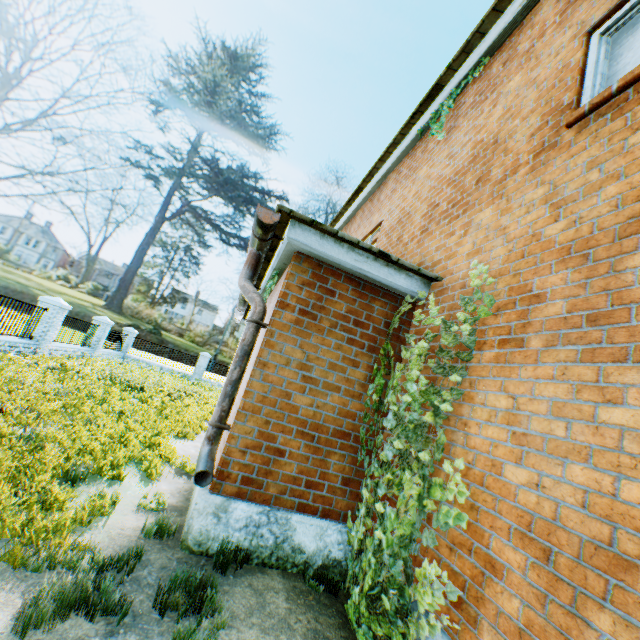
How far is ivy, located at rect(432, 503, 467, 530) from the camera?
2.45m

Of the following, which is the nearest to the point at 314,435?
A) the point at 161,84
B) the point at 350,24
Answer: the point at 161,84

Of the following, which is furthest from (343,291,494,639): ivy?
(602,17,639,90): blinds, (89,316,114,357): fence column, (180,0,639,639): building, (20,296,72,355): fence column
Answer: (89,316,114,357): fence column

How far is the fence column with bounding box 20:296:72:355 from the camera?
12.55m

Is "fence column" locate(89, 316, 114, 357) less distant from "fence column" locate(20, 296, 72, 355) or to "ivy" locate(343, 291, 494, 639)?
"fence column" locate(20, 296, 72, 355)

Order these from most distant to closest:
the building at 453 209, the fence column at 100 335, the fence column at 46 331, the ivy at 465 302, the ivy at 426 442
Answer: the fence column at 100 335, the fence column at 46 331, the ivy at 465 302, the ivy at 426 442, the building at 453 209

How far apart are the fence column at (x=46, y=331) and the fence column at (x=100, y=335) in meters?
4.8

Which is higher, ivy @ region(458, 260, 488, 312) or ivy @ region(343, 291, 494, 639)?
ivy @ region(458, 260, 488, 312)
